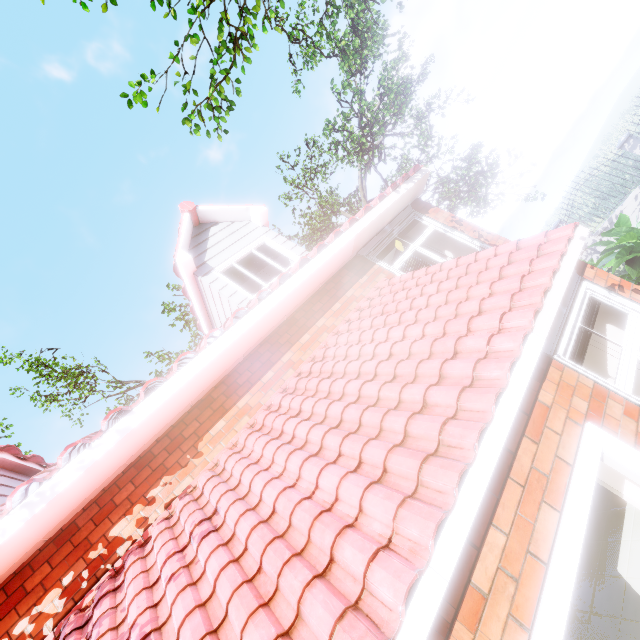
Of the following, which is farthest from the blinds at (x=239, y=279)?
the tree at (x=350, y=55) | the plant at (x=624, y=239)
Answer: the plant at (x=624, y=239)

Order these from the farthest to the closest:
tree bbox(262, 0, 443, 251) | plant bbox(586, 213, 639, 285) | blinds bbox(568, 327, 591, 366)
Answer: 1. tree bbox(262, 0, 443, 251)
2. plant bbox(586, 213, 639, 285)
3. blinds bbox(568, 327, 591, 366)

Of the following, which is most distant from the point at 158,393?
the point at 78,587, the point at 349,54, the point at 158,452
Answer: the point at 349,54

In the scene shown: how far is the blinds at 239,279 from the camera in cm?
636

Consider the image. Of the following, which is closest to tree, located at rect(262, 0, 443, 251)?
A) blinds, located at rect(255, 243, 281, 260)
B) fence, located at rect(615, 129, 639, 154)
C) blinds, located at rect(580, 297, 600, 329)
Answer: fence, located at rect(615, 129, 639, 154)

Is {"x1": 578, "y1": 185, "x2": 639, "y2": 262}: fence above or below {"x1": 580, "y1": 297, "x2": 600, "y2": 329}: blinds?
below

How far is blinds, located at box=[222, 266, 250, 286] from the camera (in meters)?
6.36
